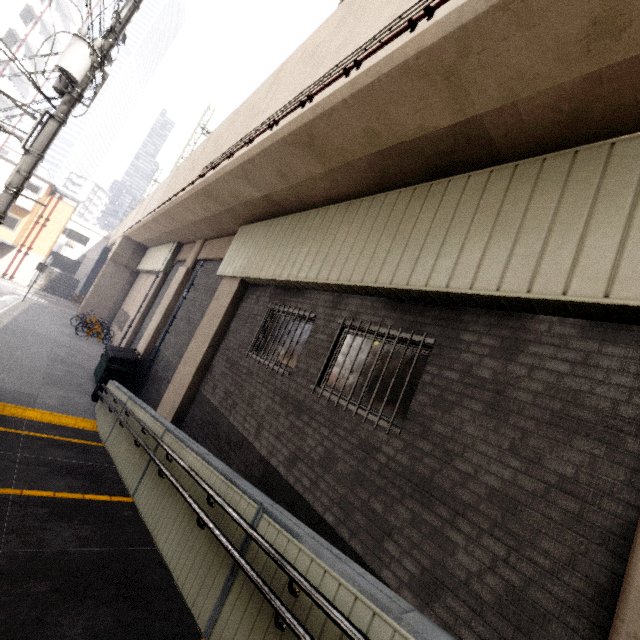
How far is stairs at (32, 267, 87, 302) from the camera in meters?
31.5 m

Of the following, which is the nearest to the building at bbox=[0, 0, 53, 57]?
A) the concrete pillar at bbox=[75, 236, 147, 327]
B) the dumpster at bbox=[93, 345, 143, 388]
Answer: the concrete pillar at bbox=[75, 236, 147, 327]

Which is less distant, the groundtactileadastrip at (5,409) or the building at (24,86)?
the groundtactileadastrip at (5,409)

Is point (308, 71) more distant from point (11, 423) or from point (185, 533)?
point (11, 423)

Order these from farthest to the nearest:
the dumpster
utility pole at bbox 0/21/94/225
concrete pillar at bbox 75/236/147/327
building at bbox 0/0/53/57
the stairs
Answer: the stairs
building at bbox 0/0/53/57
concrete pillar at bbox 75/236/147/327
the dumpster
utility pole at bbox 0/21/94/225

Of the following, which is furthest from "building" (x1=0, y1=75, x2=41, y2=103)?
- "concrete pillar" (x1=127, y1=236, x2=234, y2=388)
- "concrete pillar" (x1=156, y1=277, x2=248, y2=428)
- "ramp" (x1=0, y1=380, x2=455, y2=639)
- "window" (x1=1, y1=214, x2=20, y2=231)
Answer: "concrete pillar" (x1=156, y1=277, x2=248, y2=428)

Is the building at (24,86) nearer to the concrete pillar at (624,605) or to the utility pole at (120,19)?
the utility pole at (120,19)

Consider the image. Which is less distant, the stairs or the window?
the window
